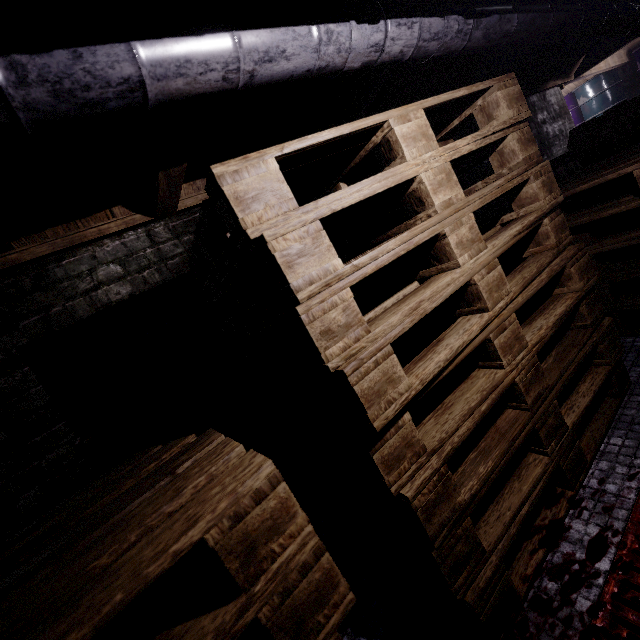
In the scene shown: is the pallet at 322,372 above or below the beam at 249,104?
below

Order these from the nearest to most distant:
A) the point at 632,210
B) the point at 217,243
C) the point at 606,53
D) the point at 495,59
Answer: the point at 217,243
the point at 632,210
the point at 495,59
the point at 606,53

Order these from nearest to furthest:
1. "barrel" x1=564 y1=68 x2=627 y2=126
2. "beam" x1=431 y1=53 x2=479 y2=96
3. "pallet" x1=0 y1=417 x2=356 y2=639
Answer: "pallet" x1=0 y1=417 x2=356 y2=639
"beam" x1=431 y1=53 x2=479 y2=96
"barrel" x1=564 y1=68 x2=627 y2=126

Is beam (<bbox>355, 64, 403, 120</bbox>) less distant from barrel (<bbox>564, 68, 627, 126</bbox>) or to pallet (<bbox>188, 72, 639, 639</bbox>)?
pallet (<bbox>188, 72, 639, 639</bbox>)

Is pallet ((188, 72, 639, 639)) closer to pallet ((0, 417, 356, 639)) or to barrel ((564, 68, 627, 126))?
pallet ((0, 417, 356, 639))

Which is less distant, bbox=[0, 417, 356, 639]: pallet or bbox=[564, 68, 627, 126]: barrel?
bbox=[0, 417, 356, 639]: pallet

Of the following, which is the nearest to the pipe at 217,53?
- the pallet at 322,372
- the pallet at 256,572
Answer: the pallet at 322,372

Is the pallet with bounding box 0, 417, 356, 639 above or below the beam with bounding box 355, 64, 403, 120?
below
